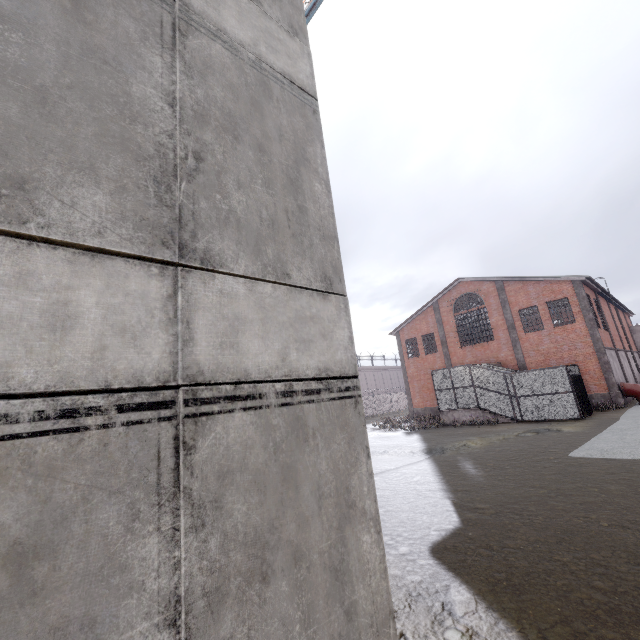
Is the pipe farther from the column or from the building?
the building

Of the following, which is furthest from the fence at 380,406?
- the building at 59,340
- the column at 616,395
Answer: the column at 616,395

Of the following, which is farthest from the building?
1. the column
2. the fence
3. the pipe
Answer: the pipe

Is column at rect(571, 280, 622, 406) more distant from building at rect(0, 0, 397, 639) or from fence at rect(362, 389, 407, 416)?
fence at rect(362, 389, 407, 416)

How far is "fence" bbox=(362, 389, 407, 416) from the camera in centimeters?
4469cm

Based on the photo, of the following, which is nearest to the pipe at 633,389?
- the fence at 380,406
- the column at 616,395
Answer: the column at 616,395

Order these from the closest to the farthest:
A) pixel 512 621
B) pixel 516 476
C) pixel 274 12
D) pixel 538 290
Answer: pixel 512 621
pixel 274 12
pixel 516 476
pixel 538 290

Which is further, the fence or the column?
the fence
